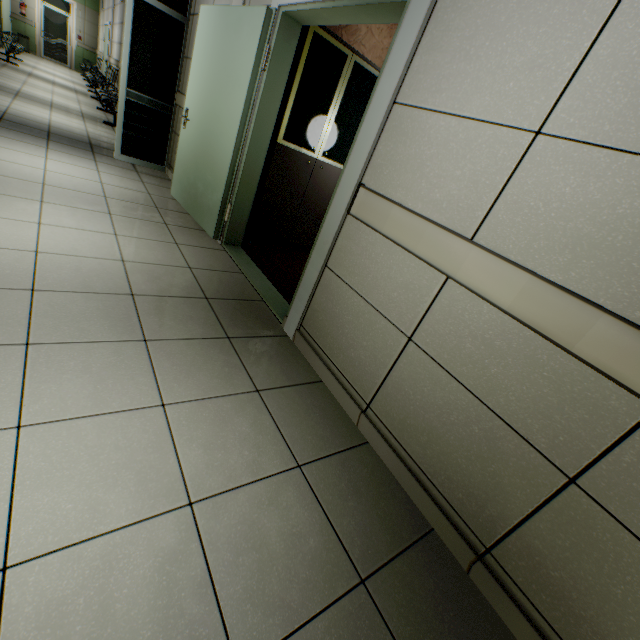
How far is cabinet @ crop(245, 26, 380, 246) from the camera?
3.16m

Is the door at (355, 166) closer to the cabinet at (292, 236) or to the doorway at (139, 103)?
the cabinet at (292, 236)

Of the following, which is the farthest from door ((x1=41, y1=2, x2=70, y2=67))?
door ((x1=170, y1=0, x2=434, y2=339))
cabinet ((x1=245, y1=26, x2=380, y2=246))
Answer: cabinet ((x1=245, y1=26, x2=380, y2=246))

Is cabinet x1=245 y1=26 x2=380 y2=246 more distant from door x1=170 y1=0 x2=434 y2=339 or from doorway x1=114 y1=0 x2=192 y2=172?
doorway x1=114 y1=0 x2=192 y2=172

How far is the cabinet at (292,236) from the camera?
3.2 meters

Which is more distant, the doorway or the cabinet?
the doorway

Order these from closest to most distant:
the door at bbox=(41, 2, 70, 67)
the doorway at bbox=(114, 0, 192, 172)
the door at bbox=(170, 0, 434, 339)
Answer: the door at bbox=(170, 0, 434, 339)
the doorway at bbox=(114, 0, 192, 172)
the door at bbox=(41, 2, 70, 67)

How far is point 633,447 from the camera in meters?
1.0 m
